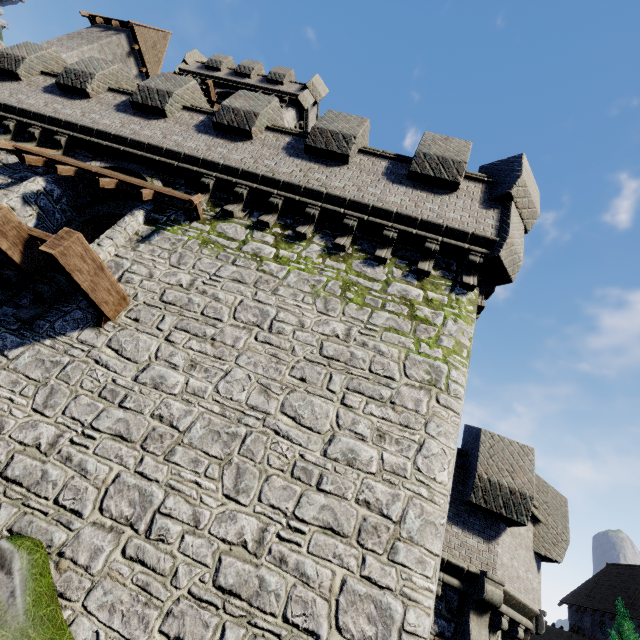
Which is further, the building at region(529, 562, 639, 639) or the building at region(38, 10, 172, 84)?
the building at region(529, 562, 639, 639)

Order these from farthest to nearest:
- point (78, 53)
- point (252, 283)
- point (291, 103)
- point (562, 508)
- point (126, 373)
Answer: point (291, 103) < point (78, 53) < point (562, 508) < point (252, 283) < point (126, 373)

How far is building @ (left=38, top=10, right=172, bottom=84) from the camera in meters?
20.4

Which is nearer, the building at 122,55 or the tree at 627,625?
the building at 122,55

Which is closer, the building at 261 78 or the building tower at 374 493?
the building tower at 374 493

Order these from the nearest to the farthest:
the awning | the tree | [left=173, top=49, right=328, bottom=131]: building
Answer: the awning, [left=173, top=49, right=328, bottom=131]: building, the tree

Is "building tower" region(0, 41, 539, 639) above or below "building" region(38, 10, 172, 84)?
below
